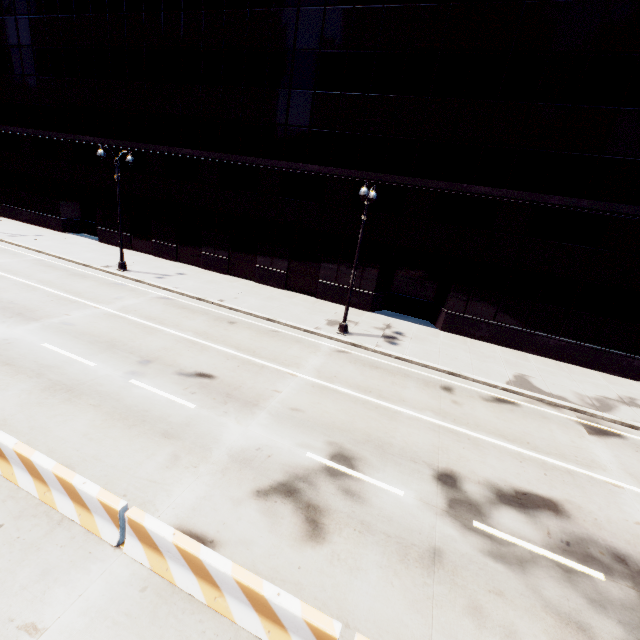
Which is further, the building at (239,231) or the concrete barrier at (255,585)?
the building at (239,231)

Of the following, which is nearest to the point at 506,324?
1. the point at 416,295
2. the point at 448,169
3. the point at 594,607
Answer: the point at 416,295

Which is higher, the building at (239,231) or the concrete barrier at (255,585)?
the building at (239,231)

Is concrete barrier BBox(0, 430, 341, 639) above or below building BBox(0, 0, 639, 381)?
below

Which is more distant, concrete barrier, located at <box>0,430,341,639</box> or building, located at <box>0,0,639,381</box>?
building, located at <box>0,0,639,381</box>
